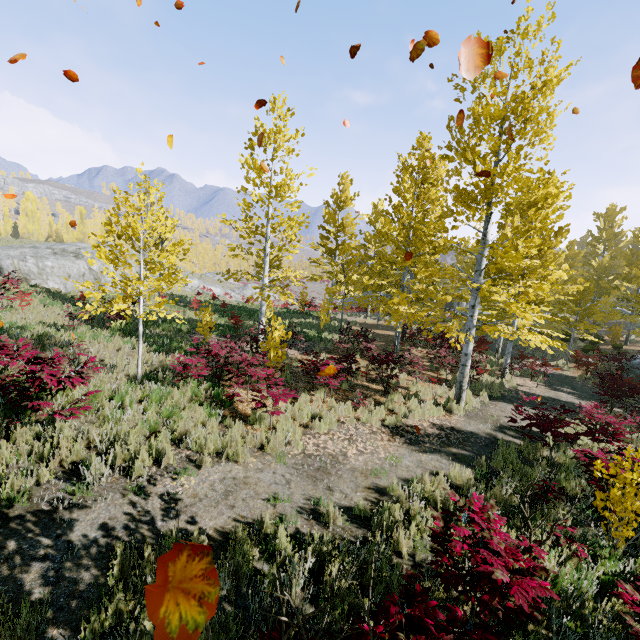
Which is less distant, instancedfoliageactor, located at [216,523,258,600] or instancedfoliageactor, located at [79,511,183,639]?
instancedfoliageactor, located at [79,511,183,639]

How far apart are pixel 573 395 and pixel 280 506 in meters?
14.6 m

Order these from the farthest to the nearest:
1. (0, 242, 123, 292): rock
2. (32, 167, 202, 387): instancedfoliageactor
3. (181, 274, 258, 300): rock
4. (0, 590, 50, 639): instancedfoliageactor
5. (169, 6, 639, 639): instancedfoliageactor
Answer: (181, 274, 258, 300): rock < (0, 242, 123, 292): rock < (32, 167, 202, 387): instancedfoliageactor < (169, 6, 639, 639): instancedfoliageactor < (0, 590, 50, 639): instancedfoliageactor

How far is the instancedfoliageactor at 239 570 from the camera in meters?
3.4

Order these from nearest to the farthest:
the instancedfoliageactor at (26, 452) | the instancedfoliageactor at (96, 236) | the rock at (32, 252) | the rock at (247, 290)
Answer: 1. the instancedfoliageactor at (26, 452)
2. the instancedfoliageactor at (96, 236)
3. the rock at (32, 252)
4. the rock at (247, 290)

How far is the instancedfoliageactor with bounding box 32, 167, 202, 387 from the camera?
6.9m

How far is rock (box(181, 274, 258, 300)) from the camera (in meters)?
39.36
